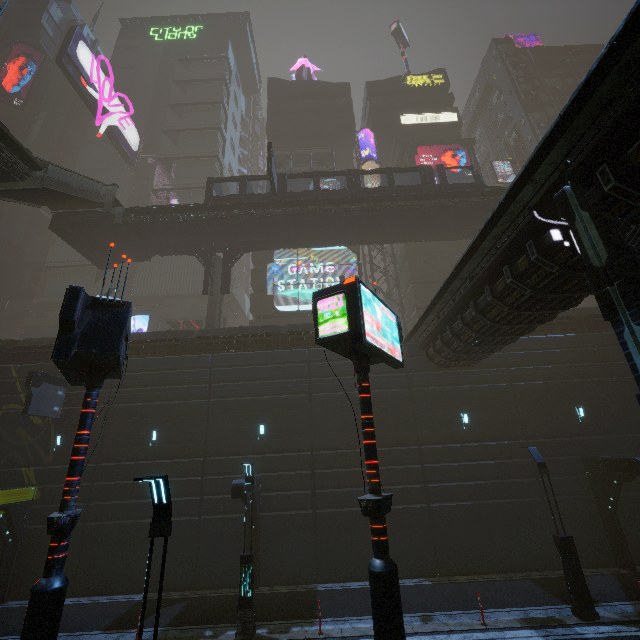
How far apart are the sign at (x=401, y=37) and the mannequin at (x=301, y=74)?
13.9 meters

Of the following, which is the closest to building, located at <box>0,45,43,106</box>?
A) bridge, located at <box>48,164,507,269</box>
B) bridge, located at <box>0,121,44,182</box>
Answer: bridge, located at <box>48,164,507,269</box>

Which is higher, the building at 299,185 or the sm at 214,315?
the building at 299,185

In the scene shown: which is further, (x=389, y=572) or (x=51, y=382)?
(x=51, y=382)

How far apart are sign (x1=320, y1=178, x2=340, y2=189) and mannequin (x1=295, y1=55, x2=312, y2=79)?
22.4m

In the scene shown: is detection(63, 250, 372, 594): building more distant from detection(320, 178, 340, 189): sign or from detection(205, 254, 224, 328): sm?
detection(320, 178, 340, 189): sign

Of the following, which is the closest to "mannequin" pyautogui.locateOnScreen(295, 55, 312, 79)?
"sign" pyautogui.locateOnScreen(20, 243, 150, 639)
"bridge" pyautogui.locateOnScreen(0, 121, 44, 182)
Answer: "bridge" pyautogui.locateOnScreen(0, 121, 44, 182)

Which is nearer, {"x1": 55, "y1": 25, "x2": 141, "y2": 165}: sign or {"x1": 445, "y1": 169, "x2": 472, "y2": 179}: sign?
{"x1": 55, "y1": 25, "x2": 141, "y2": 165}: sign
